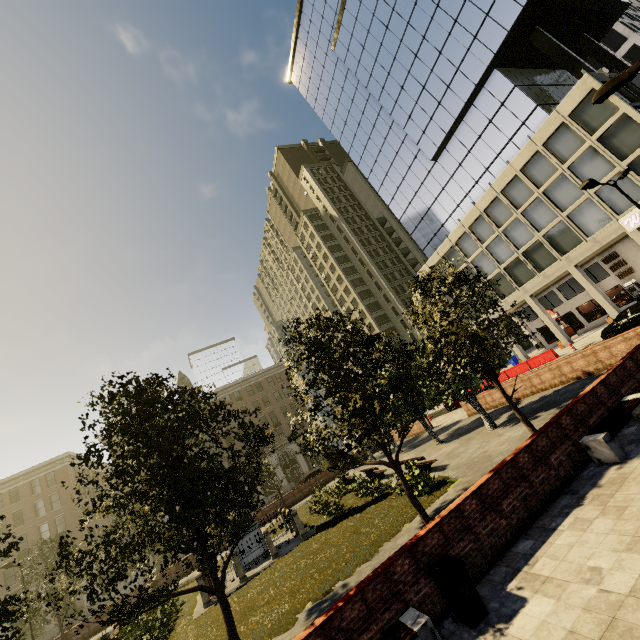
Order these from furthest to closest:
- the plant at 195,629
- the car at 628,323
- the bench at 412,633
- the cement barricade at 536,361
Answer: the cement barricade at 536,361 → the car at 628,323 → the plant at 195,629 → the bench at 412,633

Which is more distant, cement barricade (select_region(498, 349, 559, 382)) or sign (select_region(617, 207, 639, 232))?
cement barricade (select_region(498, 349, 559, 382))

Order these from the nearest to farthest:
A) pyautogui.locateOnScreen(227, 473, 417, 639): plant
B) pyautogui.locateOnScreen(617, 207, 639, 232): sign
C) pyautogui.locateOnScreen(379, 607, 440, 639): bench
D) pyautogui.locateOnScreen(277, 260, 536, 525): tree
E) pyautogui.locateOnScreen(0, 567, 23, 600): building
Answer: pyautogui.locateOnScreen(379, 607, 440, 639): bench, pyautogui.locateOnScreen(227, 473, 417, 639): plant, pyautogui.locateOnScreen(277, 260, 536, 525): tree, pyautogui.locateOnScreen(617, 207, 639, 232): sign, pyautogui.locateOnScreen(0, 567, 23, 600): building

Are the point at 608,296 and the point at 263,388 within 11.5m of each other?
no

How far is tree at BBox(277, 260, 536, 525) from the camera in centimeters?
1023cm

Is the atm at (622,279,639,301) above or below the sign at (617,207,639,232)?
below

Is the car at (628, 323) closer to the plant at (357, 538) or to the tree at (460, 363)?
the tree at (460, 363)

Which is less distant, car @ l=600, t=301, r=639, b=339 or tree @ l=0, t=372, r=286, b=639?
tree @ l=0, t=372, r=286, b=639
